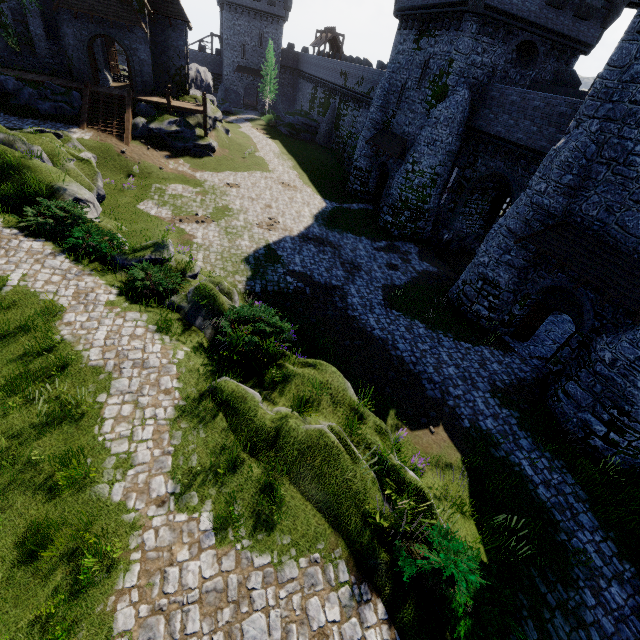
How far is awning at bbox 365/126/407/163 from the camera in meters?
25.5 m

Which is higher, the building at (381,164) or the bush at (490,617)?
the building at (381,164)

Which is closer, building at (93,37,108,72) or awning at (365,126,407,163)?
awning at (365,126,407,163)

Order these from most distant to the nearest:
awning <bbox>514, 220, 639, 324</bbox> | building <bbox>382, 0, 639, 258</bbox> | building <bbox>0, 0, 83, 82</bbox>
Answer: building <bbox>0, 0, 83, 82</bbox> → building <bbox>382, 0, 639, 258</bbox> → awning <bbox>514, 220, 639, 324</bbox>

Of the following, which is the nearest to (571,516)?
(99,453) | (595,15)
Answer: (99,453)

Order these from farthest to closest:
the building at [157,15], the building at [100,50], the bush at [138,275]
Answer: the building at [100,50]
the building at [157,15]
the bush at [138,275]

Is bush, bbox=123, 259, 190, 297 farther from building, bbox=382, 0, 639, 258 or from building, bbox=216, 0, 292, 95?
building, bbox=216, 0, 292, 95

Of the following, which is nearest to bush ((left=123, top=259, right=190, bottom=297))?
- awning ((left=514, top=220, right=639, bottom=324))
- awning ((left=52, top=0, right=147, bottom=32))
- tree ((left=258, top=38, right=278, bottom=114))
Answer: awning ((left=514, top=220, right=639, bottom=324))
